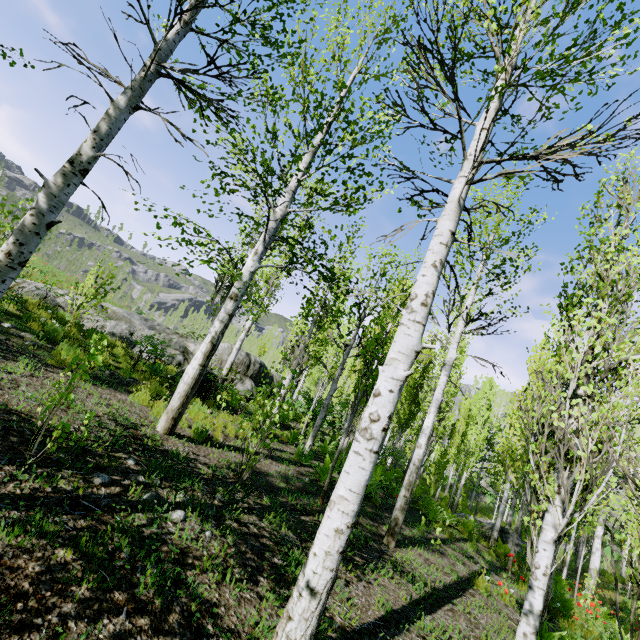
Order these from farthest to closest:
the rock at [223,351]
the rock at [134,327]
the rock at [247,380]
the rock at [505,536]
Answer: the rock at [247,380] < the rock at [505,536] < the rock at [134,327] < the rock at [223,351]

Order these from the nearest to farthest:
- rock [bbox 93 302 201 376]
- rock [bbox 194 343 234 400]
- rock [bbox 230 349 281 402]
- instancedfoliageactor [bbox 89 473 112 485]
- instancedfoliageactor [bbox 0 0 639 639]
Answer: instancedfoliageactor [bbox 0 0 639 639] < instancedfoliageactor [bbox 89 473 112 485] < rock [bbox 194 343 234 400] < rock [bbox 93 302 201 376] < rock [bbox 230 349 281 402]

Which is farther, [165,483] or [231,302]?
[231,302]

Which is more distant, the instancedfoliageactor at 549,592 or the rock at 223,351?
the rock at 223,351

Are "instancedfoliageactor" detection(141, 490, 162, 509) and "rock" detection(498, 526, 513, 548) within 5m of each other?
no

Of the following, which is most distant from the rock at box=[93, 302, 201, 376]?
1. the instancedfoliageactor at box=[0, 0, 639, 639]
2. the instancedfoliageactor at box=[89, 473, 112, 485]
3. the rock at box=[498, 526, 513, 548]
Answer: the rock at box=[498, 526, 513, 548]

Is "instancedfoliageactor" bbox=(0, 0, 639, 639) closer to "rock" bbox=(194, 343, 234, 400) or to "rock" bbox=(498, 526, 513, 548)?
"rock" bbox=(194, 343, 234, 400)

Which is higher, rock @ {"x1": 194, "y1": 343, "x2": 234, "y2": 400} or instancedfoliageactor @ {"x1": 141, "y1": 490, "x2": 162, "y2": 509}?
rock @ {"x1": 194, "y1": 343, "x2": 234, "y2": 400}
